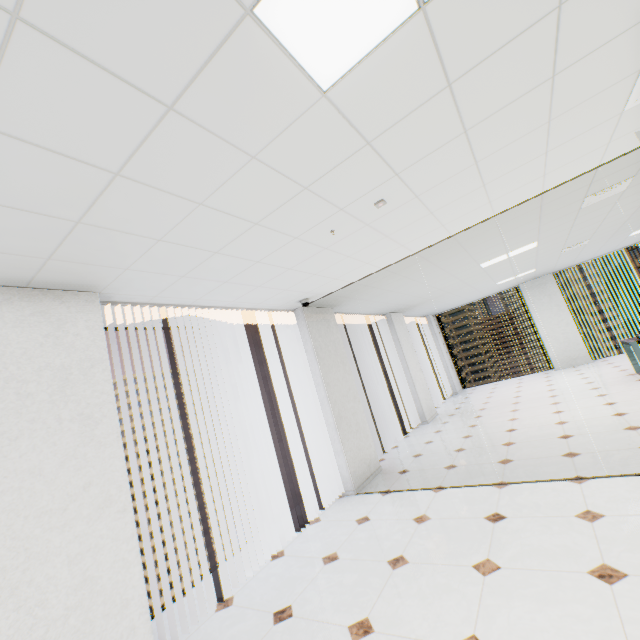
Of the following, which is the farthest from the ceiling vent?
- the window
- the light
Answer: the window

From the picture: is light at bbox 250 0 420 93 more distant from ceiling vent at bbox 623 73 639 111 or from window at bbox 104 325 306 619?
window at bbox 104 325 306 619

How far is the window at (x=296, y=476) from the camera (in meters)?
3.61

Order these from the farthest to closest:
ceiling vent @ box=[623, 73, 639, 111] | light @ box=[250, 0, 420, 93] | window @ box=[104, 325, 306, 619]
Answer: window @ box=[104, 325, 306, 619]
ceiling vent @ box=[623, 73, 639, 111]
light @ box=[250, 0, 420, 93]

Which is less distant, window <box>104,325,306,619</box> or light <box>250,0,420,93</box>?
light <box>250,0,420,93</box>

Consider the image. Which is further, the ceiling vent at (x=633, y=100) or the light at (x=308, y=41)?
the ceiling vent at (x=633, y=100)

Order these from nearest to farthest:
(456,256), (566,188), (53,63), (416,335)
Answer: (53,63) → (566,188) → (456,256) → (416,335)
